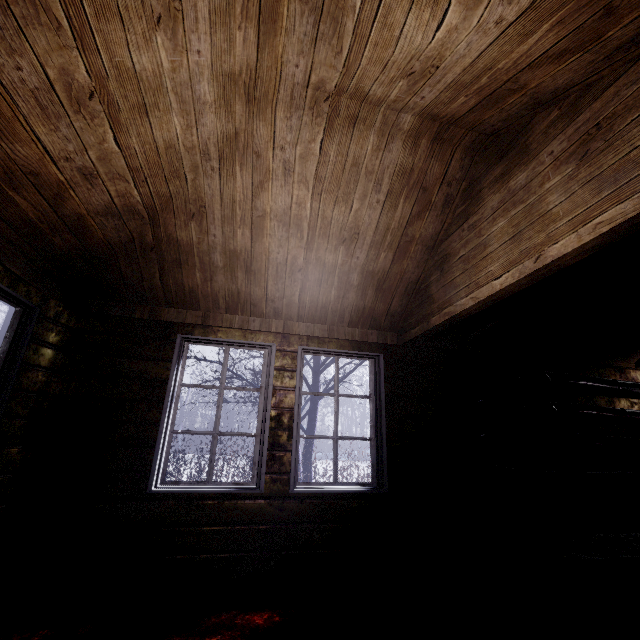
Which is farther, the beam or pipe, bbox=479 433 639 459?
pipe, bbox=479 433 639 459

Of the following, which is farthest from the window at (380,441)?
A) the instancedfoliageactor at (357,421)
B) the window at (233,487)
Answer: the instancedfoliageactor at (357,421)

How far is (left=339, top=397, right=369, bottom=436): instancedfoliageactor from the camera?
19.45m

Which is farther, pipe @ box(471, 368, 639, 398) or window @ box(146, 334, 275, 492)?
pipe @ box(471, 368, 639, 398)

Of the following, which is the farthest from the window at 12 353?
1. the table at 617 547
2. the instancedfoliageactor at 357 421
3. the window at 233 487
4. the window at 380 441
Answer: the instancedfoliageactor at 357 421

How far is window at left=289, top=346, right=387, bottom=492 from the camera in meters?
2.8

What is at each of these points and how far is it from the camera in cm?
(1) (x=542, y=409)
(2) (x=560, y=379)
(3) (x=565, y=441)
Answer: (1) pipe, 334
(2) pipe, 351
(3) pipe, 326

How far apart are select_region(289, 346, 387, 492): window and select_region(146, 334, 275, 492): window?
0.2 meters
